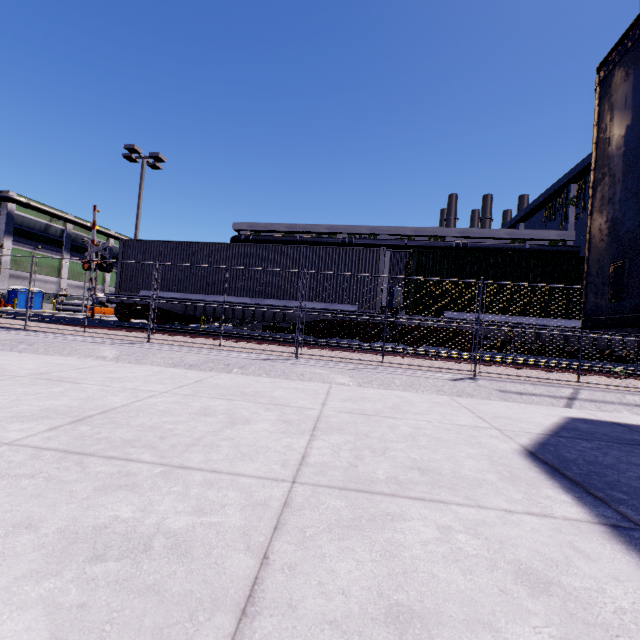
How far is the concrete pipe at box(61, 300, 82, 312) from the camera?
47.2 meters

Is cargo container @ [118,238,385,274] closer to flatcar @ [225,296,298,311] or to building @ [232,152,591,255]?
flatcar @ [225,296,298,311]

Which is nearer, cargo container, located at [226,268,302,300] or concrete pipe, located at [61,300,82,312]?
cargo container, located at [226,268,302,300]

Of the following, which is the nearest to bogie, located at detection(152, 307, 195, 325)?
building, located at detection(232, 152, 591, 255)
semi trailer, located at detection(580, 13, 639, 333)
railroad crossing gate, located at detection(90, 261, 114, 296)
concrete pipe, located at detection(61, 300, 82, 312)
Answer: railroad crossing gate, located at detection(90, 261, 114, 296)

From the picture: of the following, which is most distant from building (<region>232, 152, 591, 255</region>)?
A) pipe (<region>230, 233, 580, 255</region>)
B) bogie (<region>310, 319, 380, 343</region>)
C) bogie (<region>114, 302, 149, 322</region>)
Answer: bogie (<region>310, 319, 380, 343</region>)

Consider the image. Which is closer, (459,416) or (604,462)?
(604,462)

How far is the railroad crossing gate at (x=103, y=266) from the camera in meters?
20.6

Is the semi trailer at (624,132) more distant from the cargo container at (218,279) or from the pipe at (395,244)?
the pipe at (395,244)
